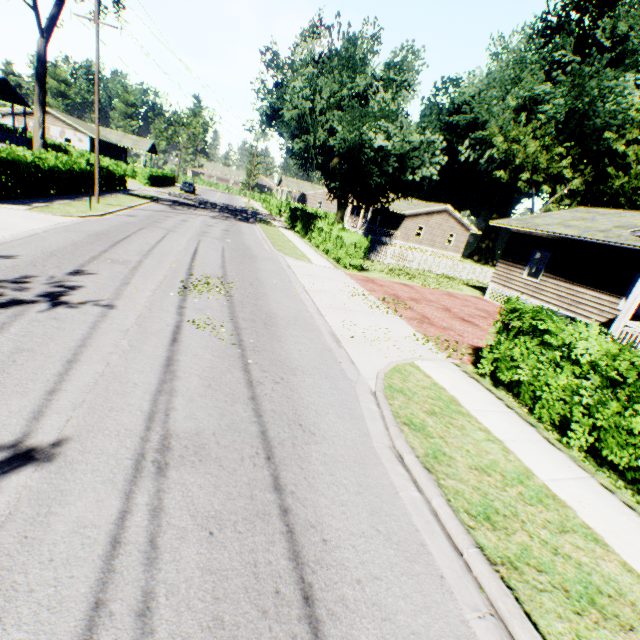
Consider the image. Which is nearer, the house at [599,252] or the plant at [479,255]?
the house at [599,252]

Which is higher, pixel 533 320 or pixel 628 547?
pixel 533 320

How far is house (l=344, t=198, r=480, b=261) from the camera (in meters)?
41.09

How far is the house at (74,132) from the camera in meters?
45.0

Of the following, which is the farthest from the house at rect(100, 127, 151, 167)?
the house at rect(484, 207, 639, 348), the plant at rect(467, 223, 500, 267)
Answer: the plant at rect(467, 223, 500, 267)

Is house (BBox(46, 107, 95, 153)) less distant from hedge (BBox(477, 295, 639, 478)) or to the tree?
the tree

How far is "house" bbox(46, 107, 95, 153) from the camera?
45.0m

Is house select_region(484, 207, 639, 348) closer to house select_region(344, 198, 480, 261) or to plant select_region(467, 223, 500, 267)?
house select_region(344, 198, 480, 261)
